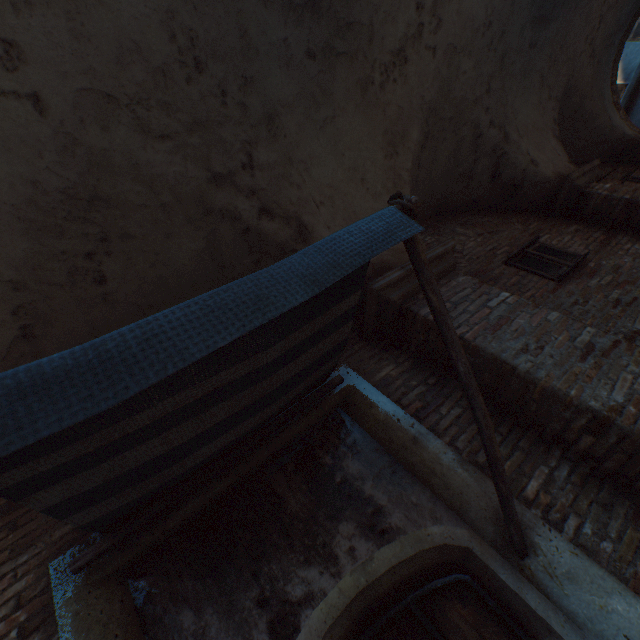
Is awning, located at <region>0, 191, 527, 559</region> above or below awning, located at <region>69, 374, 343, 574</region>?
below

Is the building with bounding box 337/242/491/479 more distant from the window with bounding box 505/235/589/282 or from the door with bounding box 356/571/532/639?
the window with bounding box 505/235/589/282

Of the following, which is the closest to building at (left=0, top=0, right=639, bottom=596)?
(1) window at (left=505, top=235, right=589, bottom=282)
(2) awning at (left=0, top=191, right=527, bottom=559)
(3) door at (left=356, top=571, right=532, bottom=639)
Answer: (2) awning at (left=0, top=191, right=527, bottom=559)

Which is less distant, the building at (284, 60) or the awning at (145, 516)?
the awning at (145, 516)

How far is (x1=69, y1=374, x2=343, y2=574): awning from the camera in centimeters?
176cm

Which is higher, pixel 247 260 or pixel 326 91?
pixel 326 91

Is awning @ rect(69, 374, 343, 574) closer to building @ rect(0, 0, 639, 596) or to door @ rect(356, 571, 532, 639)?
door @ rect(356, 571, 532, 639)
